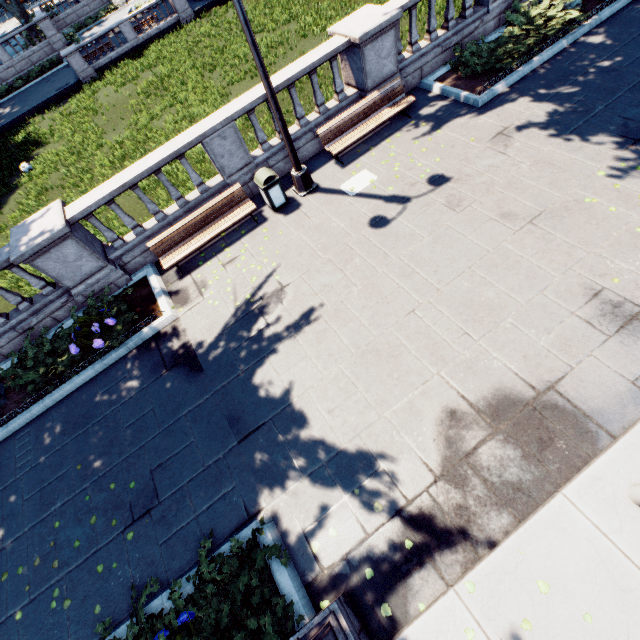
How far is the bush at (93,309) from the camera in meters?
7.9 m

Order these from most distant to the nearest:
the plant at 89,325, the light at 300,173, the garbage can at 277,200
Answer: the garbage can at 277,200 → the plant at 89,325 → the light at 300,173

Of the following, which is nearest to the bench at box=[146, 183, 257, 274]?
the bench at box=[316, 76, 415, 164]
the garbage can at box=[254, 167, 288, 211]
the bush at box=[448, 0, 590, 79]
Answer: the garbage can at box=[254, 167, 288, 211]

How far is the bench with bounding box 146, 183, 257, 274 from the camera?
8.5 meters

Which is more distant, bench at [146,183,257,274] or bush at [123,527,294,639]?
bench at [146,183,257,274]

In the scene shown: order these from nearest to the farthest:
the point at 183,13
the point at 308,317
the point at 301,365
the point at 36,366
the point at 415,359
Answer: the point at 415,359 < the point at 301,365 < the point at 308,317 < the point at 36,366 < the point at 183,13

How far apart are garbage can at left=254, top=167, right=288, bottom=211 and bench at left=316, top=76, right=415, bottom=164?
1.7m

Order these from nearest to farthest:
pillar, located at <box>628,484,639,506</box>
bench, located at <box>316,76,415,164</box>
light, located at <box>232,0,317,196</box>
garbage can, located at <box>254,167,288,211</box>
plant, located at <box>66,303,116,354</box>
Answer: pillar, located at <box>628,484,639,506</box> → light, located at <box>232,0,317,196</box> → plant, located at <box>66,303,116,354</box> → garbage can, located at <box>254,167,288,211</box> → bench, located at <box>316,76,415,164</box>
